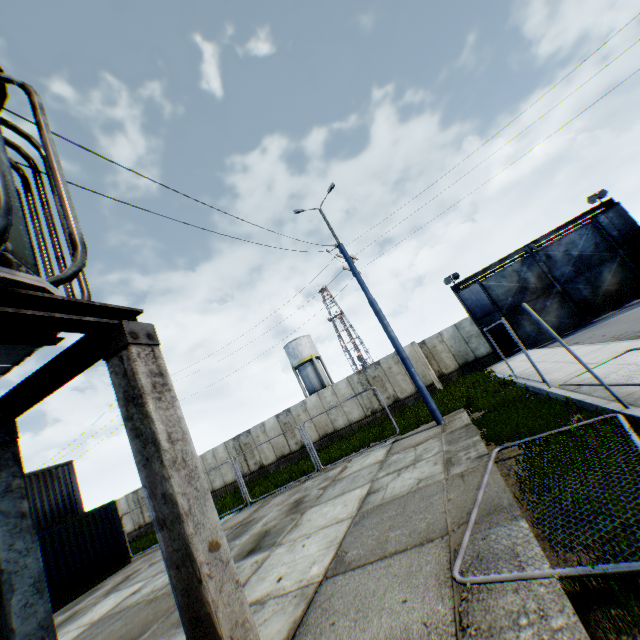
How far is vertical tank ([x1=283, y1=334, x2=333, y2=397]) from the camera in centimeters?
4144cm

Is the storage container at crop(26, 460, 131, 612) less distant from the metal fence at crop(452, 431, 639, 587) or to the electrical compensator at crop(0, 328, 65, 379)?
the electrical compensator at crop(0, 328, 65, 379)

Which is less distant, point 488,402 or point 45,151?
point 45,151

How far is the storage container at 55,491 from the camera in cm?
1305

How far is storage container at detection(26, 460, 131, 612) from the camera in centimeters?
1305cm

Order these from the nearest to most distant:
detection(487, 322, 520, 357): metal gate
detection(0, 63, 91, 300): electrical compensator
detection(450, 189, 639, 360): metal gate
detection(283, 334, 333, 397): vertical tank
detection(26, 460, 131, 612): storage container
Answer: detection(0, 63, 91, 300): electrical compensator → detection(26, 460, 131, 612): storage container → detection(450, 189, 639, 360): metal gate → detection(487, 322, 520, 357): metal gate → detection(283, 334, 333, 397): vertical tank

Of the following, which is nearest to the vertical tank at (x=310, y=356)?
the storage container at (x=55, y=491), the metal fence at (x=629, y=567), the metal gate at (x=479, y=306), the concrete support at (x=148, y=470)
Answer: the metal gate at (x=479, y=306)

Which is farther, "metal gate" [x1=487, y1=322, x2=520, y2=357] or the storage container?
"metal gate" [x1=487, y1=322, x2=520, y2=357]
